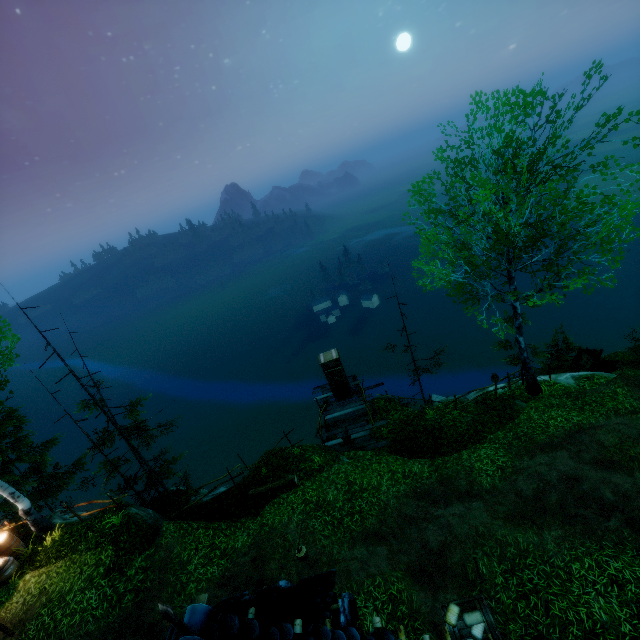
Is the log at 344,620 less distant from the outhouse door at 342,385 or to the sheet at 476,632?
the sheet at 476,632

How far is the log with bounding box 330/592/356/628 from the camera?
8.1m

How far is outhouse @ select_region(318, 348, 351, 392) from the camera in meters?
17.5

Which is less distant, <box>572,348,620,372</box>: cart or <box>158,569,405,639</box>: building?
<box>158,569,405,639</box>: building

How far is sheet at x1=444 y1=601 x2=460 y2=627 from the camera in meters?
7.9

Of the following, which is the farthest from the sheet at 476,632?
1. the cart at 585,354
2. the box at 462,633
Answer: the cart at 585,354

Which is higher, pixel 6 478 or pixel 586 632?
pixel 6 478

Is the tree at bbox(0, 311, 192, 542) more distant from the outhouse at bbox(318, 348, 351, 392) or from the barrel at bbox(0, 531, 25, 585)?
the barrel at bbox(0, 531, 25, 585)
